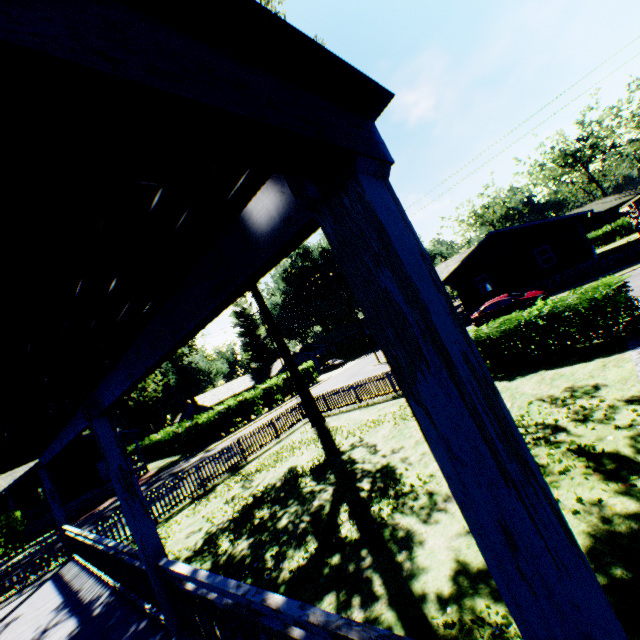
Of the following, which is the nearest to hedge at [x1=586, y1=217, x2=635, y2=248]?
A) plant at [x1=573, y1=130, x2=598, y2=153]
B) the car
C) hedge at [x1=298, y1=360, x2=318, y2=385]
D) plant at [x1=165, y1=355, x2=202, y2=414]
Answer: plant at [x1=573, y1=130, x2=598, y2=153]

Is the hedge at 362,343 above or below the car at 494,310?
above

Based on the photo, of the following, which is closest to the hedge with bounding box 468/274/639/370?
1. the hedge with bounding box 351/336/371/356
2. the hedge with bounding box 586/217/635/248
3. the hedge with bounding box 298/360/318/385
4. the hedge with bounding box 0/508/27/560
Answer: the hedge with bounding box 298/360/318/385

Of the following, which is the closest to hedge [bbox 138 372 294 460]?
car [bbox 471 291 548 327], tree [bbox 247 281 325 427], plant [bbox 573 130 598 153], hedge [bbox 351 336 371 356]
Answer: hedge [bbox 351 336 371 356]

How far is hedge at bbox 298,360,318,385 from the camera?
43.8m

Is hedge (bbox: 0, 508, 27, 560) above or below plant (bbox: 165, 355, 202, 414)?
below

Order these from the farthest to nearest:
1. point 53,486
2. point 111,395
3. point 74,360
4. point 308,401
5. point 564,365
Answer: point 308,401, point 53,486, point 564,365, point 111,395, point 74,360

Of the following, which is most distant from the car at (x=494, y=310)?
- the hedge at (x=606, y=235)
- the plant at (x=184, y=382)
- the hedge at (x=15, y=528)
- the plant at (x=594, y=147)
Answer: the plant at (x=184, y=382)
